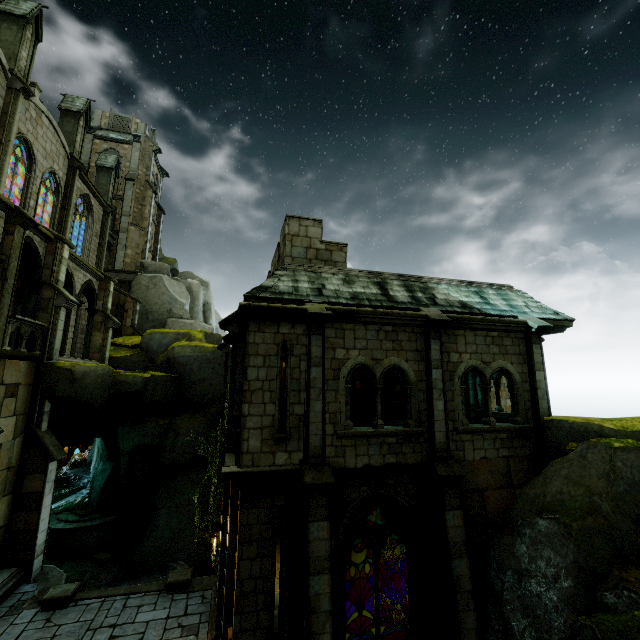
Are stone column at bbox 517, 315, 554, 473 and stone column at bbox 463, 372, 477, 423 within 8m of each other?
yes

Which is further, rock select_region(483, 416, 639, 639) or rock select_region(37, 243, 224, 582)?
rock select_region(37, 243, 224, 582)

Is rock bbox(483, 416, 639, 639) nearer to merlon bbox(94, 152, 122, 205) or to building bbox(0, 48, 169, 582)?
building bbox(0, 48, 169, 582)

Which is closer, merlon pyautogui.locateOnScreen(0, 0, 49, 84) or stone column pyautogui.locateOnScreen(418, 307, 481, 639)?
stone column pyautogui.locateOnScreen(418, 307, 481, 639)

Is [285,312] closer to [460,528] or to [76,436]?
[460,528]

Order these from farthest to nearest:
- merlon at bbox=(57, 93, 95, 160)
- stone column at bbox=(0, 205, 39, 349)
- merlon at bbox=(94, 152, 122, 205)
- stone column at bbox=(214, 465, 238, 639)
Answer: merlon at bbox=(94, 152, 122, 205) < merlon at bbox=(57, 93, 95, 160) < stone column at bbox=(0, 205, 39, 349) < stone column at bbox=(214, 465, 238, 639)

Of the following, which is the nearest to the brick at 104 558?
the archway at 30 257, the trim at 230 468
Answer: the archway at 30 257

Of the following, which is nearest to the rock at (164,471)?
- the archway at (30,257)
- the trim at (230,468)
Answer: the archway at (30,257)
